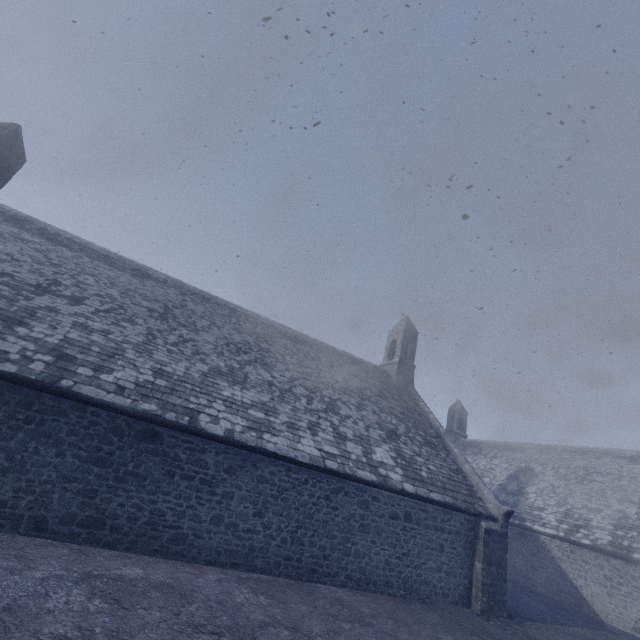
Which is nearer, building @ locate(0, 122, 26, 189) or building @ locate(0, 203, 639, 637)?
building @ locate(0, 203, 639, 637)

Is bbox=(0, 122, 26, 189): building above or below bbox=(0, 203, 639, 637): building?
above

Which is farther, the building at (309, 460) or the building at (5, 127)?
the building at (5, 127)

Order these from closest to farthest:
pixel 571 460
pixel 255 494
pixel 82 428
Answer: pixel 82 428 < pixel 255 494 < pixel 571 460

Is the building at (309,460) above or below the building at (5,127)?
below
